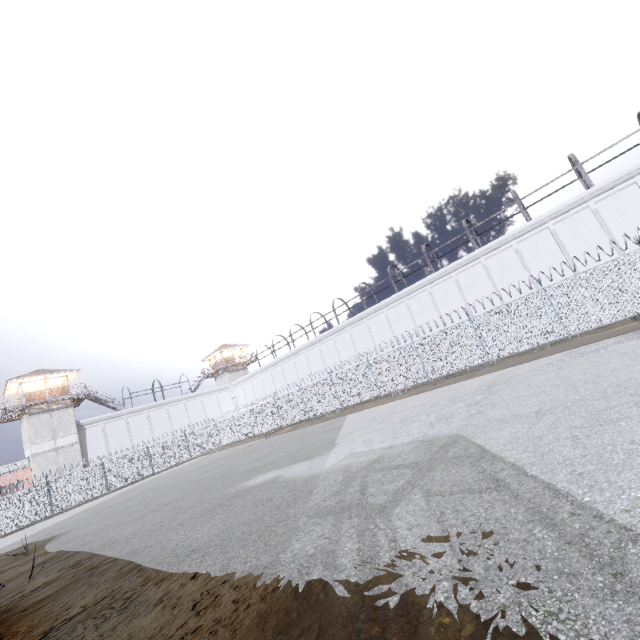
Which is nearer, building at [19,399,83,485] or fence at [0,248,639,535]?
fence at [0,248,639,535]

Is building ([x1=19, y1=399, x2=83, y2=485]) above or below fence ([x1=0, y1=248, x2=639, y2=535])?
above

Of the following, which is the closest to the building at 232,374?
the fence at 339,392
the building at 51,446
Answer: the fence at 339,392

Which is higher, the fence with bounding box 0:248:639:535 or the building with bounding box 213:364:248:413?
the building with bounding box 213:364:248:413

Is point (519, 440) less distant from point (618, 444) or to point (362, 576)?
point (618, 444)

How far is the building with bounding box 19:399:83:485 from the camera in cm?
3259

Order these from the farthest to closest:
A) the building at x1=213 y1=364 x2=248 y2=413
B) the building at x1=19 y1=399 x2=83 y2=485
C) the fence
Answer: the building at x1=213 y1=364 x2=248 y2=413, the building at x1=19 y1=399 x2=83 y2=485, the fence
